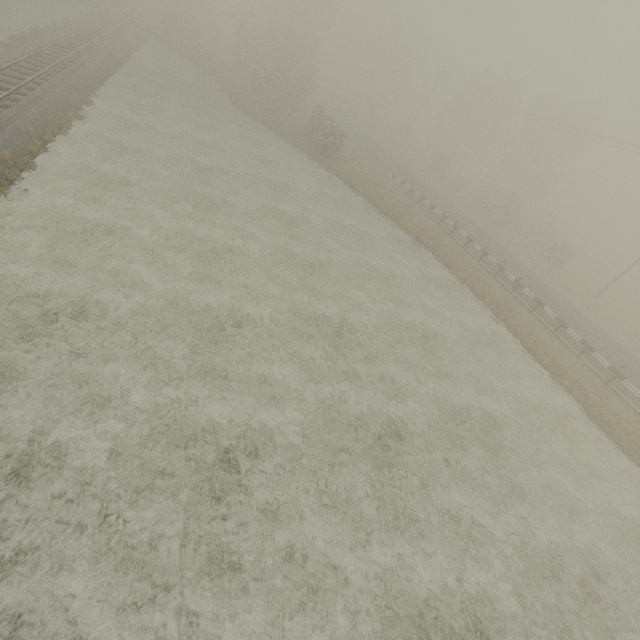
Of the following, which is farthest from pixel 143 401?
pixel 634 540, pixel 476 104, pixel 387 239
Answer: pixel 476 104
